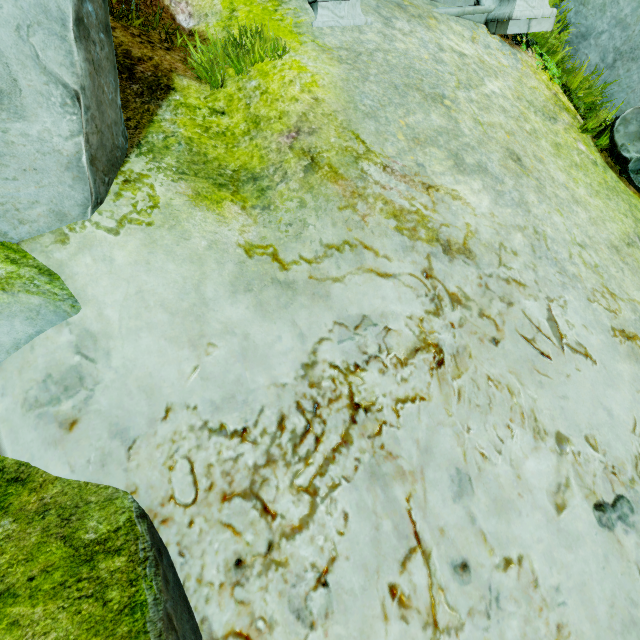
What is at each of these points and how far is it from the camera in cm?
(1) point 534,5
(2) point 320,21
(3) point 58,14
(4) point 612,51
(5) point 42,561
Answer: (1) stair, 396
(2) stair, 330
(3) rock, 150
(4) rock, 518
(5) rock, 139

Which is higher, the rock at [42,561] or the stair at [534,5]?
the stair at [534,5]

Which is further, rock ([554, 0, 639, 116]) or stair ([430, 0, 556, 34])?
rock ([554, 0, 639, 116])

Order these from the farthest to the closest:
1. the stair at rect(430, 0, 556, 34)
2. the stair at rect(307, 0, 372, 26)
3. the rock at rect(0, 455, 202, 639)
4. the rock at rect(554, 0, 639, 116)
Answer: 1. the rock at rect(554, 0, 639, 116)
2. the stair at rect(430, 0, 556, 34)
3. the stair at rect(307, 0, 372, 26)
4. the rock at rect(0, 455, 202, 639)

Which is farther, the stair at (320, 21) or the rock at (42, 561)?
the stair at (320, 21)
